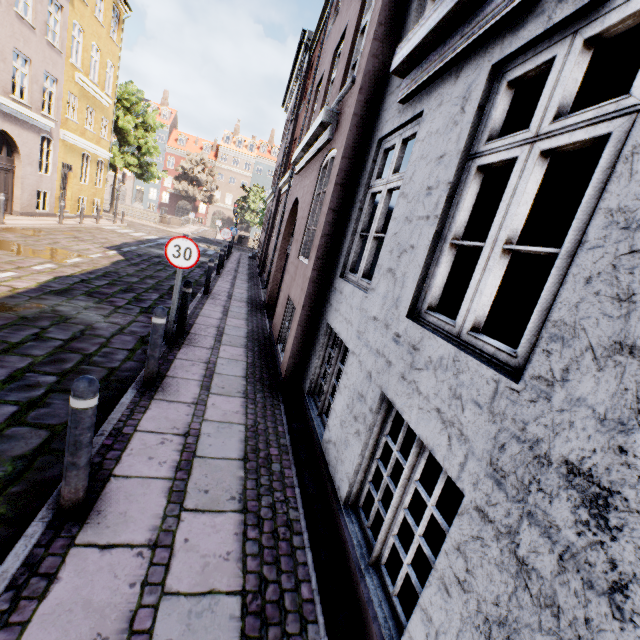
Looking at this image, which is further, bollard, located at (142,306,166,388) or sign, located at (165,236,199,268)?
sign, located at (165,236,199,268)

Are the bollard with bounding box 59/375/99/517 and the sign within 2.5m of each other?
no

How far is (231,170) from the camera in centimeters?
5491cm

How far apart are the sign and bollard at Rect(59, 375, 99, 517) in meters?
3.4 m

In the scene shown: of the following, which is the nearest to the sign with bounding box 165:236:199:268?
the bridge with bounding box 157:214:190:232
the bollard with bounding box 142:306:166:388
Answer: the bollard with bounding box 142:306:166:388

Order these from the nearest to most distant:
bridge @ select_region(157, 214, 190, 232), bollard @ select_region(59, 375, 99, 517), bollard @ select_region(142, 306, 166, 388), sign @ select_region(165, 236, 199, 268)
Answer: bollard @ select_region(59, 375, 99, 517), bollard @ select_region(142, 306, 166, 388), sign @ select_region(165, 236, 199, 268), bridge @ select_region(157, 214, 190, 232)

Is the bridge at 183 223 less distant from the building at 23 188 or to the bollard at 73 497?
the building at 23 188

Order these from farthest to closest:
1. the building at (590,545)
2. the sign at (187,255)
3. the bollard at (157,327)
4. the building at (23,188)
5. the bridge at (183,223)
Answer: the bridge at (183,223), the building at (23,188), the sign at (187,255), the bollard at (157,327), the building at (590,545)
